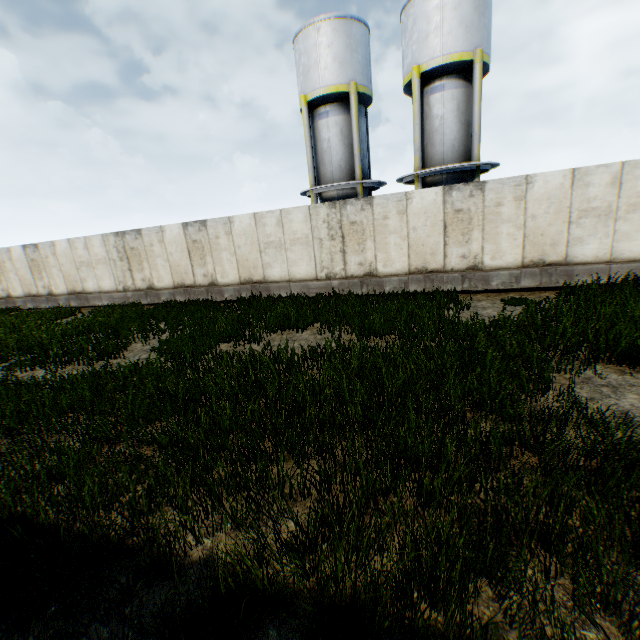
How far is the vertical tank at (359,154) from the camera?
15.8m

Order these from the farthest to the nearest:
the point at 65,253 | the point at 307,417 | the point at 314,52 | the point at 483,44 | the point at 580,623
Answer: the point at 65,253
the point at 314,52
the point at 483,44
the point at 307,417
the point at 580,623

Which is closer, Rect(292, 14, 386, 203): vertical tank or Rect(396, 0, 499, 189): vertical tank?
Rect(396, 0, 499, 189): vertical tank

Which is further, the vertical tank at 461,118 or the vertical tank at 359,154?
the vertical tank at 359,154

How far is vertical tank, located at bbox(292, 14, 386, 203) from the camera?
15.77m
